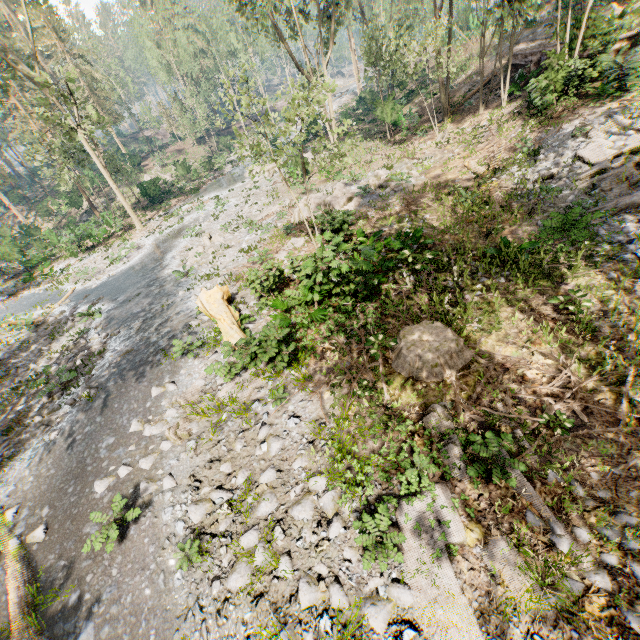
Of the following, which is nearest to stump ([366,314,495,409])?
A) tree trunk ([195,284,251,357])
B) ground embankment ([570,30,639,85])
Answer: tree trunk ([195,284,251,357])

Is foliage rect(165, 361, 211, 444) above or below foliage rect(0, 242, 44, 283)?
below

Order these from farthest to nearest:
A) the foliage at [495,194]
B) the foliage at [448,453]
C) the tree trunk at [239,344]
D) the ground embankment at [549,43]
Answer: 1. the ground embankment at [549,43]
2. the foliage at [495,194]
3. the tree trunk at [239,344]
4. the foliage at [448,453]

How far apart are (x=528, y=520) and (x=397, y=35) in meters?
29.0 m

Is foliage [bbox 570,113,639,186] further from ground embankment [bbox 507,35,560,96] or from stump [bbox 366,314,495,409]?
stump [bbox 366,314,495,409]

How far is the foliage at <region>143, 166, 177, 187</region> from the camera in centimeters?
3516cm

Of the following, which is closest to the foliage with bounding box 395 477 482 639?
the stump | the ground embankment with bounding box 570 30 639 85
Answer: the ground embankment with bounding box 570 30 639 85

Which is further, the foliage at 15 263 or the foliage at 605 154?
the foliage at 15 263
